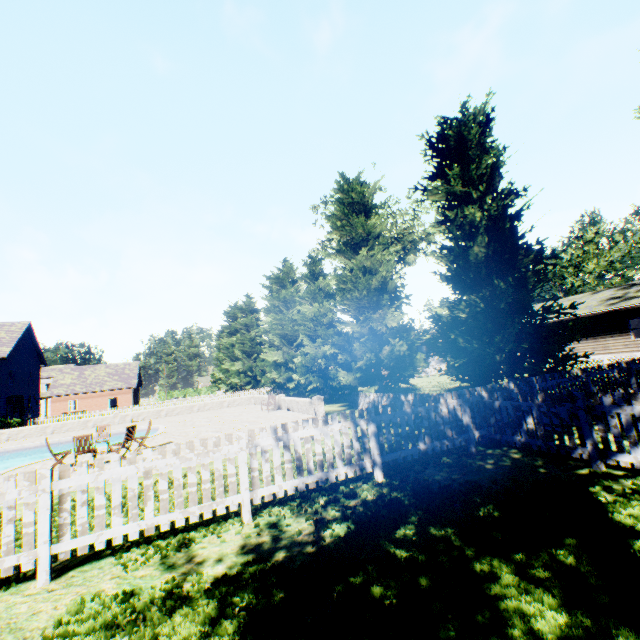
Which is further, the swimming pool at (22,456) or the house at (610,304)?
the house at (610,304)

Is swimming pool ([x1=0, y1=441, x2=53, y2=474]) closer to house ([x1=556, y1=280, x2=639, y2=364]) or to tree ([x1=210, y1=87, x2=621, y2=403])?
tree ([x1=210, y1=87, x2=621, y2=403])

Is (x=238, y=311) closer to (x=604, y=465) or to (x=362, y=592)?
(x=604, y=465)

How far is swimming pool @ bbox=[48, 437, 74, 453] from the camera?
19.6 meters

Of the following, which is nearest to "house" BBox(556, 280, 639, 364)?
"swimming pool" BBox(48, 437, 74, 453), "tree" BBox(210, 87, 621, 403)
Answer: "tree" BBox(210, 87, 621, 403)

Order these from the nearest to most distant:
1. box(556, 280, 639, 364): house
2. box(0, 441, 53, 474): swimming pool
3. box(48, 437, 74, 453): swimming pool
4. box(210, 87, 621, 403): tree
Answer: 1. box(210, 87, 621, 403): tree
2. box(0, 441, 53, 474): swimming pool
3. box(48, 437, 74, 453): swimming pool
4. box(556, 280, 639, 364): house

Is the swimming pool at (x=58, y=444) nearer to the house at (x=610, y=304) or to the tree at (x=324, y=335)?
the tree at (x=324, y=335)
